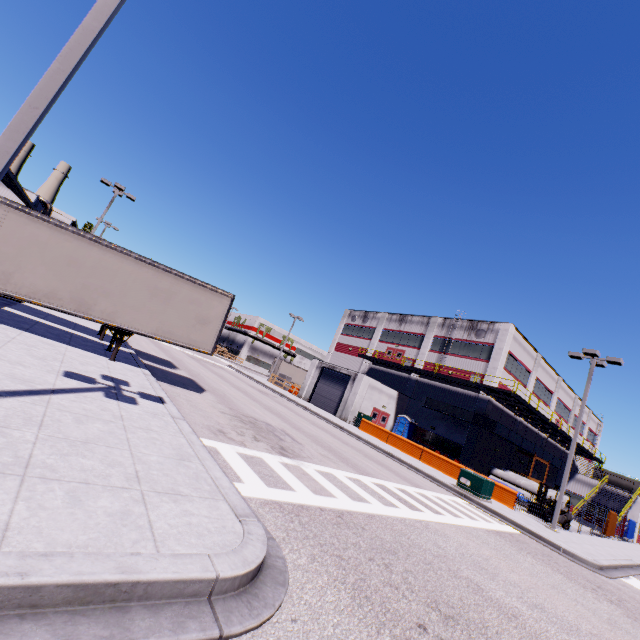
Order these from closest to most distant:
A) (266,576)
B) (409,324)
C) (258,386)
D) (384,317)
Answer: (266,576), (258,386), (409,324), (384,317)

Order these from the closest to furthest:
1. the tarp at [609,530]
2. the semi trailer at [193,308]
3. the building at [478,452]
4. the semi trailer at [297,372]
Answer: the semi trailer at [193,308], the tarp at [609,530], the building at [478,452], the semi trailer at [297,372]

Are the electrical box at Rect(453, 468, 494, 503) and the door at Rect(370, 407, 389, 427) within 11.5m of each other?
no

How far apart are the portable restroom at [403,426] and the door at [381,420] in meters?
0.8 m

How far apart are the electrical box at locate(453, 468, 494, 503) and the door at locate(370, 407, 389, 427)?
14.2m

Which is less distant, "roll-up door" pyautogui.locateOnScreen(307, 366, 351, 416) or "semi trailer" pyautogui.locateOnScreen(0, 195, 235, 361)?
"semi trailer" pyautogui.locateOnScreen(0, 195, 235, 361)

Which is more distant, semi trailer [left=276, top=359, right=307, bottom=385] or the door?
semi trailer [left=276, top=359, right=307, bottom=385]

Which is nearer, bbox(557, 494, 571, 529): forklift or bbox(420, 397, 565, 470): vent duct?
bbox(557, 494, 571, 529): forklift
